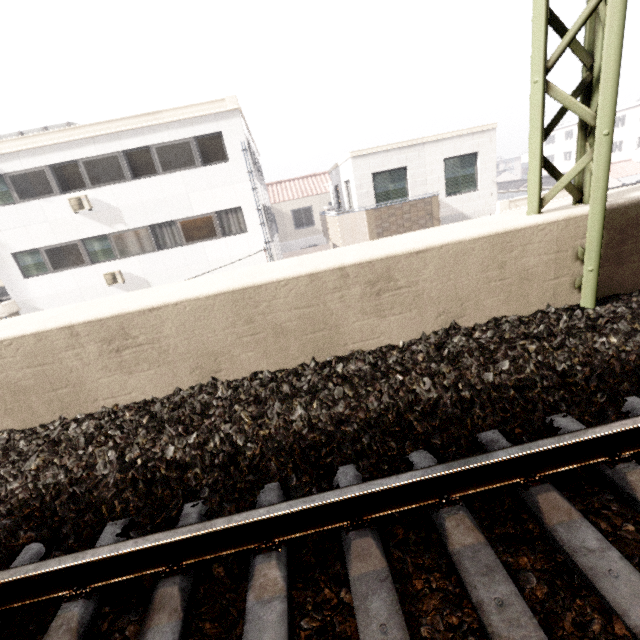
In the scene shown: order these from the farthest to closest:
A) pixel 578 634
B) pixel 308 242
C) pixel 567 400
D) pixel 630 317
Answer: pixel 308 242 < pixel 630 317 < pixel 567 400 < pixel 578 634

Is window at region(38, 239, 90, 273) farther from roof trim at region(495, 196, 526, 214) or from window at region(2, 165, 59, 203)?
roof trim at region(495, 196, 526, 214)

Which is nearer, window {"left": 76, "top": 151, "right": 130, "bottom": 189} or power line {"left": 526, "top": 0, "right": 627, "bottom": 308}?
power line {"left": 526, "top": 0, "right": 627, "bottom": 308}

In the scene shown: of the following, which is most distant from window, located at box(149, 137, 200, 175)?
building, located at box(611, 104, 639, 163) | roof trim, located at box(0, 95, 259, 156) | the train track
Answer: building, located at box(611, 104, 639, 163)

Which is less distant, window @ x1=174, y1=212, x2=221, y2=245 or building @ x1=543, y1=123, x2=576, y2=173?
window @ x1=174, y1=212, x2=221, y2=245

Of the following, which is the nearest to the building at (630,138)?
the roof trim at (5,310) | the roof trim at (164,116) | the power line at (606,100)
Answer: the roof trim at (164,116)

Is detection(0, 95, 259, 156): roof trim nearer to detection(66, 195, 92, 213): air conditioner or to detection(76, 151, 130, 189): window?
detection(76, 151, 130, 189): window

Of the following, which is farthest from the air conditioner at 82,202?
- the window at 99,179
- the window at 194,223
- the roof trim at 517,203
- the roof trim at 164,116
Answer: the roof trim at 517,203
